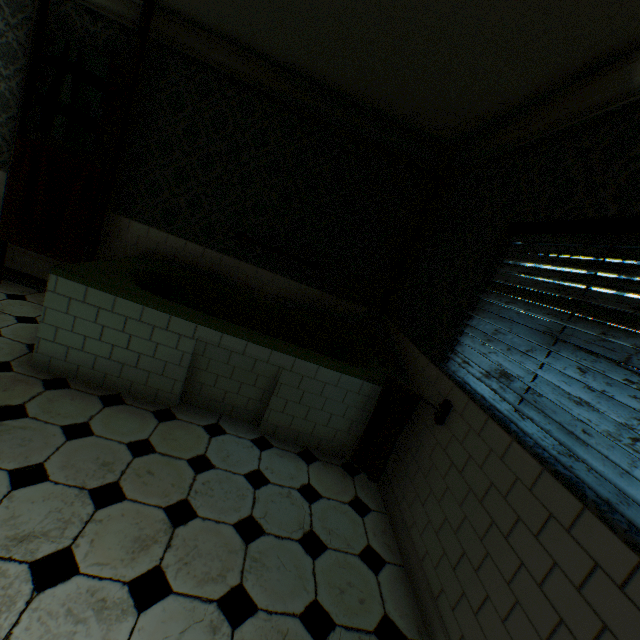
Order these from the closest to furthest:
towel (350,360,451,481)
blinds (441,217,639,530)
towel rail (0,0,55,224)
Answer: blinds (441,217,639,530) < towel (350,360,451,481) < towel rail (0,0,55,224)

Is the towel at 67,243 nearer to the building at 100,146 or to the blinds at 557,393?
the building at 100,146

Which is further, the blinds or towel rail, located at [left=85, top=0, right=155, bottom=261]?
towel rail, located at [left=85, top=0, right=155, bottom=261]

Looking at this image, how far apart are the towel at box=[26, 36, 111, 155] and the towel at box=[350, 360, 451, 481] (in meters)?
3.58

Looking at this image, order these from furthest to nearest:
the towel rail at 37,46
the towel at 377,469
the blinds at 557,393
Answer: the towel rail at 37,46, the towel at 377,469, the blinds at 557,393

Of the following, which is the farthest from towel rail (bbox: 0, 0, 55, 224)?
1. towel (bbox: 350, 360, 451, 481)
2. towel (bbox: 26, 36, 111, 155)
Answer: towel (bbox: 350, 360, 451, 481)

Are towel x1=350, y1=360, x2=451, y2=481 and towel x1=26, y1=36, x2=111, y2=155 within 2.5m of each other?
no

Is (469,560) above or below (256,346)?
below
